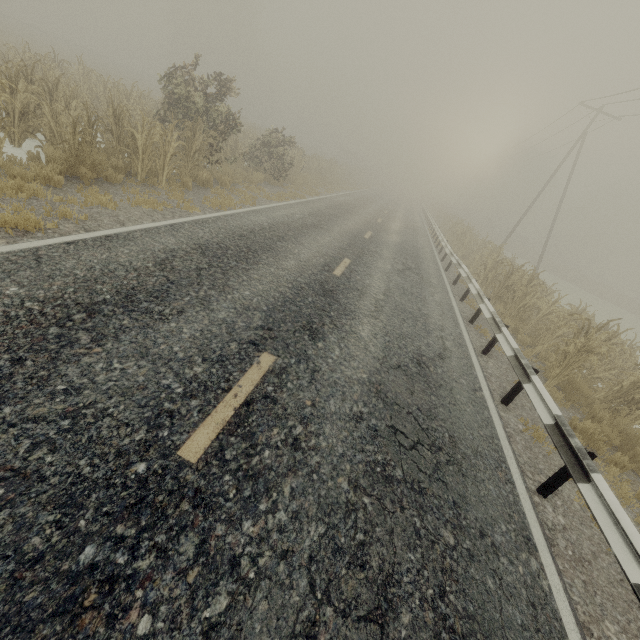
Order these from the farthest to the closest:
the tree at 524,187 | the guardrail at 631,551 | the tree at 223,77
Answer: the tree at 524,187 → the tree at 223,77 → the guardrail at 631,551

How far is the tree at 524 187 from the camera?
58.2m

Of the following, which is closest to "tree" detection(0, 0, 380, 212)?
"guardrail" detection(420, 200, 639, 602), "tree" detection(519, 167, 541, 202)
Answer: "tree" detection(519, 167, 541, 202)

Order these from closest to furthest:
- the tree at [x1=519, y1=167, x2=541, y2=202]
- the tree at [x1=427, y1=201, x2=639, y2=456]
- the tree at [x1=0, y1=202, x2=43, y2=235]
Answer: the tree at [x1=0, y1=202, x2=43, y2=235], the tree at [x1=427, y1=201, x2=639, y2=456], the tree at [x1=519, y1=167, x2=541, y2=202]

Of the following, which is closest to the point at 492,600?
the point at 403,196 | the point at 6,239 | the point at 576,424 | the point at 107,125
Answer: the point at 576,424

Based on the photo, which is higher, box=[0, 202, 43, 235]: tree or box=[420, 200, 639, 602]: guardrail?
box=[420, 200, 639, 602]: guardrail
